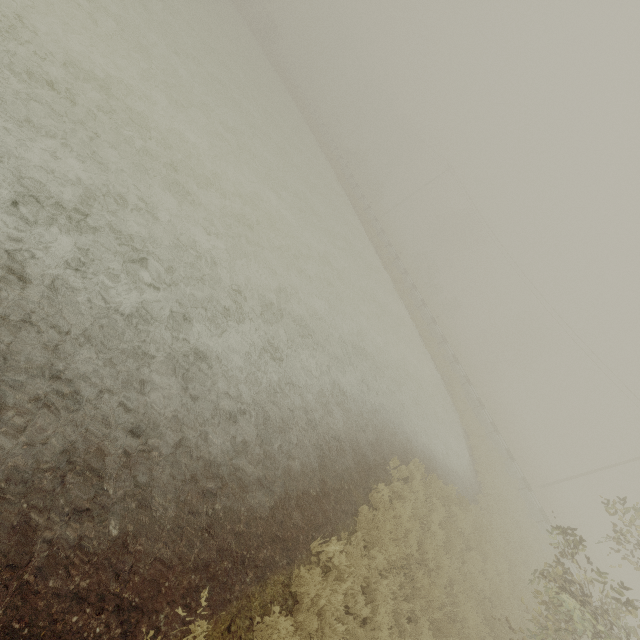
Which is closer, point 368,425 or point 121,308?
point 121,308
